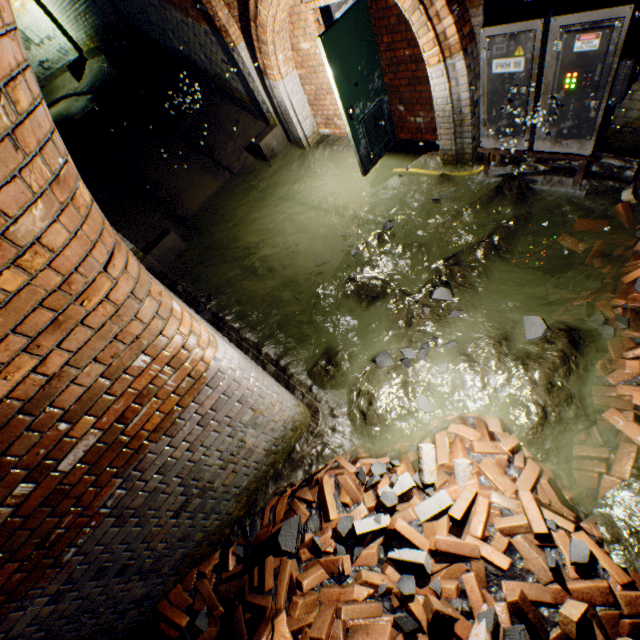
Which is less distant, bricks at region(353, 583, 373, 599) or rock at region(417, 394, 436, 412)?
bricks at region(353, 583, 373, 599)

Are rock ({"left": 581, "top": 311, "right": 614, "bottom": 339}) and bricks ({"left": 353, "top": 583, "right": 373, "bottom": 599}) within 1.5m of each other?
no

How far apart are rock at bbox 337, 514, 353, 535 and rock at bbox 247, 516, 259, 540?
0.86m

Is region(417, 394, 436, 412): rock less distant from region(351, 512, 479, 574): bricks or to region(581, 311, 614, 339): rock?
region(351, 512, 479, 574): bricks

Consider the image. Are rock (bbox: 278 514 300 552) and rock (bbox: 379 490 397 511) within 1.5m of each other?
yes

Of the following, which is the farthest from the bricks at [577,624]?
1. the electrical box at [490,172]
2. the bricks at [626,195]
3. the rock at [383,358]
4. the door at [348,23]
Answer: the door at [348,23]

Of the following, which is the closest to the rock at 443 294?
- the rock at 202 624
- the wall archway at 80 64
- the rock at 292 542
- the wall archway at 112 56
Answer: the rock at 292 542

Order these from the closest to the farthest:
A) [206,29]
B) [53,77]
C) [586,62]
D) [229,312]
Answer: [586,62] → [229,312] → [206,29] → [53,77]
